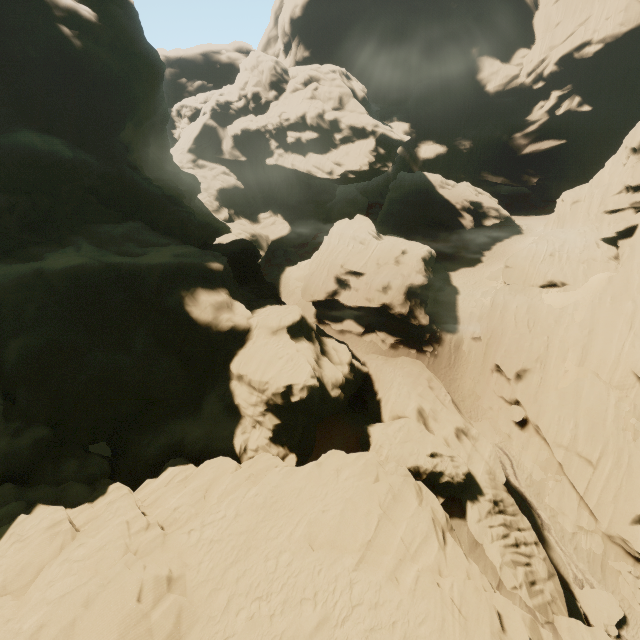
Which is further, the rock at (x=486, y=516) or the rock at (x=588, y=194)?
the rock at (x=588, y=194)

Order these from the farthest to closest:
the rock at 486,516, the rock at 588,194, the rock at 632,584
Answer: the rock at 588,194 → the rock at 632,584 → the rock at 486,516

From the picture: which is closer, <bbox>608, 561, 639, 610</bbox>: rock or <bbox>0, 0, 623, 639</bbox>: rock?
<bbox>0, 0, 623, 639</bbox>: rock

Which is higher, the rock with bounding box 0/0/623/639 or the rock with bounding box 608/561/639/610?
the rock with bounding box 0/0/623/639

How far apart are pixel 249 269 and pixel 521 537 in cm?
3085
